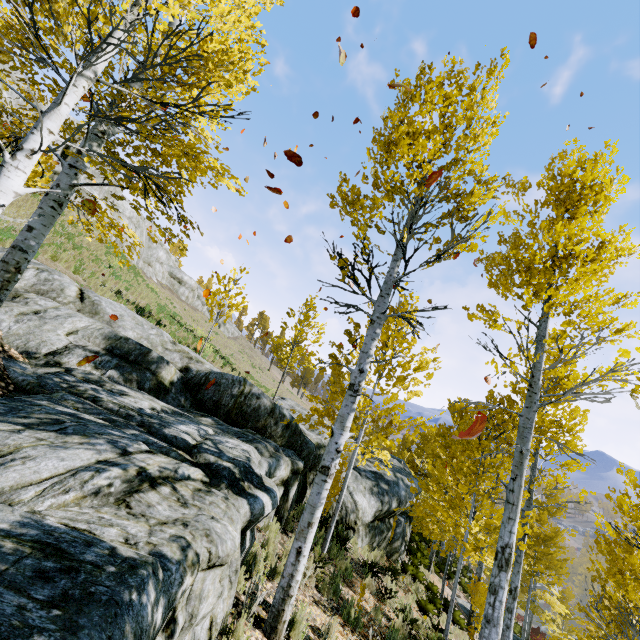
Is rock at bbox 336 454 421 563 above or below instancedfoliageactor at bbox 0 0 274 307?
below

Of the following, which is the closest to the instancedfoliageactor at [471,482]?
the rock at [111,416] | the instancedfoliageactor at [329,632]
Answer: the rock at [111,416]

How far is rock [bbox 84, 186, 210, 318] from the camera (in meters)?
25.48

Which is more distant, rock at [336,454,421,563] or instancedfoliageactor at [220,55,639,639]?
rock at [336,454,421,563]

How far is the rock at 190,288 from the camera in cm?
2548

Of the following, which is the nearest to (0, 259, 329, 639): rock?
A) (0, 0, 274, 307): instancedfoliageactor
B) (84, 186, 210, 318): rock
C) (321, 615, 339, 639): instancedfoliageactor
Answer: (0, 0, 274, 307): instancedfoliageactor

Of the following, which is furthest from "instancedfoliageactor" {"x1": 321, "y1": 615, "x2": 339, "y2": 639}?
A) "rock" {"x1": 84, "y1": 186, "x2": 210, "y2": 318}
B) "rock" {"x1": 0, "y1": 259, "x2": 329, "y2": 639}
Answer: "rock" {"x1": 84, "y1": 186, "x2": 210, "y2": 318}

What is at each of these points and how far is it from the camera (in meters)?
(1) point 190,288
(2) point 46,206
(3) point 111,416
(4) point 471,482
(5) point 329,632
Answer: (1) rock, 45.19
(2) instancedfoliageactor, 5.01
(3) rock, 4.47
(4) instancedfoliageactor, 12.01
(5) instancedfoliageactor, 4.52
